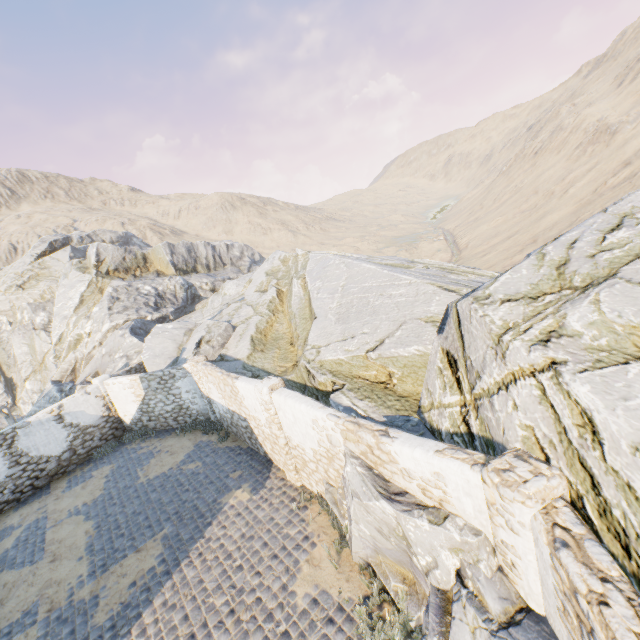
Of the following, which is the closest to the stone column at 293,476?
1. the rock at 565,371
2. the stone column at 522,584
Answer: the rock at 565,371

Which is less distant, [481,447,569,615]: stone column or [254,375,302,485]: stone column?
[481,447,569,615]: stone column

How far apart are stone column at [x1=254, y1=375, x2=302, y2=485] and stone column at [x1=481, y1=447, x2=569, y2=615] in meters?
5.6 m

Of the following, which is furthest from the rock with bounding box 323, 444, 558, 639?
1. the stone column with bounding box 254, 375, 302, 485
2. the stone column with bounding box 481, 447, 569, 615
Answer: the stone column with bounding box 254, 375, 302, 485

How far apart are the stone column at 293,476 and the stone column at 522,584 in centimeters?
557cm

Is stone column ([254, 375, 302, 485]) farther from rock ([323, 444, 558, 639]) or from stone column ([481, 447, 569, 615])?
stone column ([481, 447, 569, 615])

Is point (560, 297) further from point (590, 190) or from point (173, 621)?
point (590, 190)
